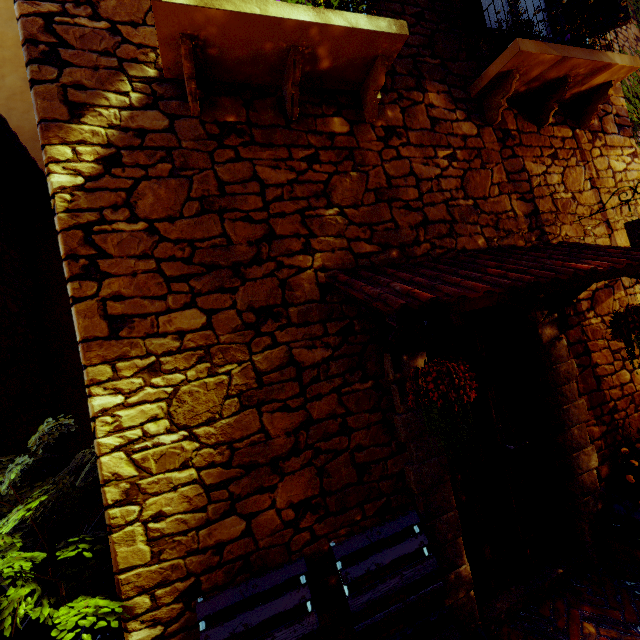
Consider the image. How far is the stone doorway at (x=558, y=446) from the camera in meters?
2.7

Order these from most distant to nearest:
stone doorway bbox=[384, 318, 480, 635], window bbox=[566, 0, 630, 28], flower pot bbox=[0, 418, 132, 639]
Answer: window bbox=[566, 0, 630, 28]
stone doorway bbox=[384, 318, 480, 635]
flower pot bbox=[0, 418, 132, 639]

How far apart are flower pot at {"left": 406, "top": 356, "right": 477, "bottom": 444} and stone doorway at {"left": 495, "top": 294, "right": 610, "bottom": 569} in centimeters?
33cm

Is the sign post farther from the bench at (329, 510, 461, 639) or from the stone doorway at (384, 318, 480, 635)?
the bench at (329, 510, 461, 639)

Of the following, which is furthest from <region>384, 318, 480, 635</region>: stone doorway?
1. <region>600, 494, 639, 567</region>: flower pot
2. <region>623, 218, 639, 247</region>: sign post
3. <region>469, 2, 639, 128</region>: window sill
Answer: <region>469, 2, 639, 128</region>: window sill

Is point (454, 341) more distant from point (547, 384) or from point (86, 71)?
point (86, 71)

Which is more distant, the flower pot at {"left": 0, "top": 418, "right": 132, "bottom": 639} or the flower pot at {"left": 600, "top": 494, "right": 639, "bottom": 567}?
the flower pot at {"left": 600, "top": 494, "right": 639, "bottom": 567}

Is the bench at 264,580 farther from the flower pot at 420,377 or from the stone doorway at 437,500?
the flower pot at 420,377
